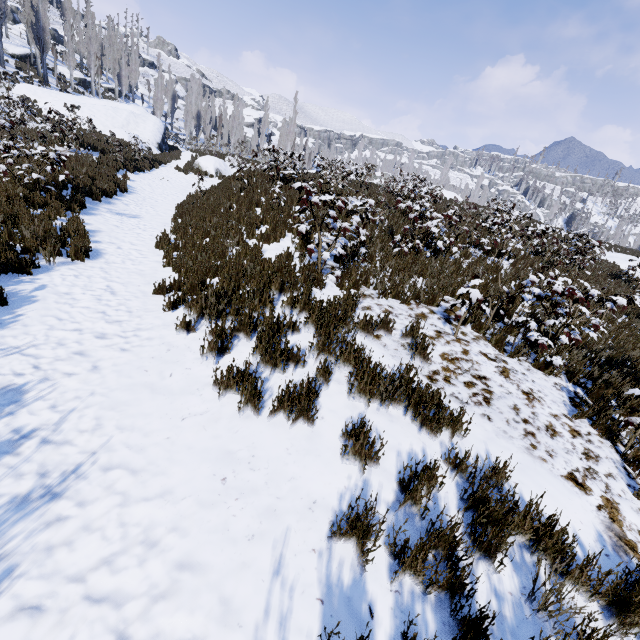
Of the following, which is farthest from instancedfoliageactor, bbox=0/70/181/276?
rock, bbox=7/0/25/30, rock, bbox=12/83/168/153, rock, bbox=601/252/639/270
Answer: rock, bbox=7/0/25/30

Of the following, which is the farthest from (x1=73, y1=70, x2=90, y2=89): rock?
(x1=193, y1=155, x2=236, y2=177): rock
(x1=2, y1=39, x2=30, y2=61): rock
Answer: (x1=193, y1=155, x2=236, y2=177): rock

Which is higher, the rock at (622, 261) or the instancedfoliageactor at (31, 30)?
the instancedfoliageactor at (31, 30)

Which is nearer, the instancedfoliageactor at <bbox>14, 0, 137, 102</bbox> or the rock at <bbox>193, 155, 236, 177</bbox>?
the rock at <bbox>193, 155, 236, 177</bbox>

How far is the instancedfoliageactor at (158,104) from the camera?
47.6 meters

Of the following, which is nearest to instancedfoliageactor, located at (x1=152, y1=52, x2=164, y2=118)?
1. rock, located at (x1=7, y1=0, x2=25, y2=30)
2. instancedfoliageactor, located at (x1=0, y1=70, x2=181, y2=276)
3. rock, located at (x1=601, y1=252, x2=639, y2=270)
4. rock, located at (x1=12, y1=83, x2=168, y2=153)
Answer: rock, located at (x1=12, y1=83, x2=168, y2=153)

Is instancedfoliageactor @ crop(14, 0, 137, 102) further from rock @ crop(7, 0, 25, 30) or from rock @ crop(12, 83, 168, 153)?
rock @ crop(7, 0, 25, 30)

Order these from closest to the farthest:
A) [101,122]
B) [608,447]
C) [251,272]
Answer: [608,447], [251,272], [101,122]
